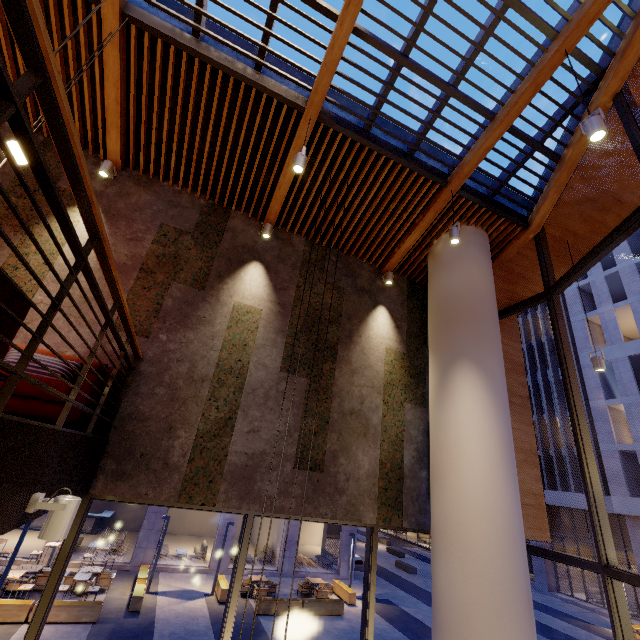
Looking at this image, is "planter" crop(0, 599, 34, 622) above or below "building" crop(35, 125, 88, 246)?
below

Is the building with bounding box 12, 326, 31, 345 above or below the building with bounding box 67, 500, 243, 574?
above

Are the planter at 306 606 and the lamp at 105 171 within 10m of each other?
no

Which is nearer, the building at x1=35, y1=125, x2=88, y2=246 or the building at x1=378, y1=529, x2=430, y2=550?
the building at x1=35, y1=125, x2=88, y2=246

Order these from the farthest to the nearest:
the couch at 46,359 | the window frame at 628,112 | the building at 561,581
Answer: the building at 561,581, the window frame at 628,112, the couch at 46,359

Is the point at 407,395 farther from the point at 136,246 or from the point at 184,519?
the point at 184,519

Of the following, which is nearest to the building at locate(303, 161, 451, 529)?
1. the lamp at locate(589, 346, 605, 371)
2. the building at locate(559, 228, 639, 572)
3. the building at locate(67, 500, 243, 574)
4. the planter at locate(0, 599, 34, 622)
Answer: the lamp at locate(589, 346, 605, 371)

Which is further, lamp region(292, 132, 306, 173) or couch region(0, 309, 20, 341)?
lamp region(292, 132, 306, 173)
